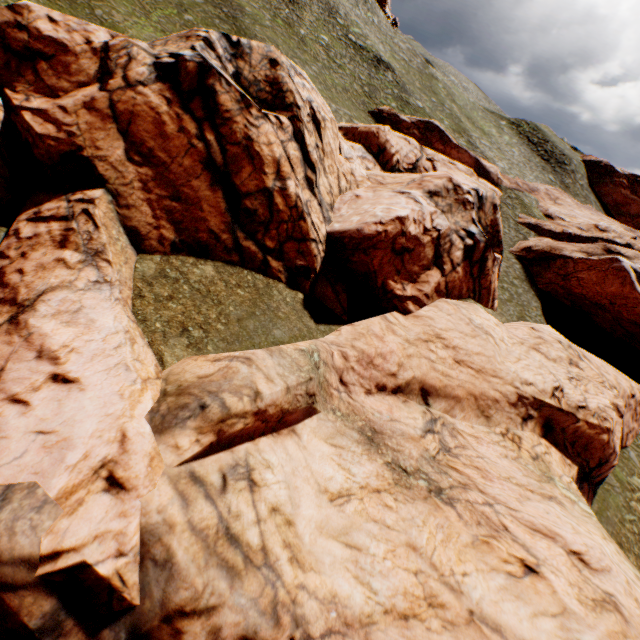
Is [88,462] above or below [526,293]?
above
